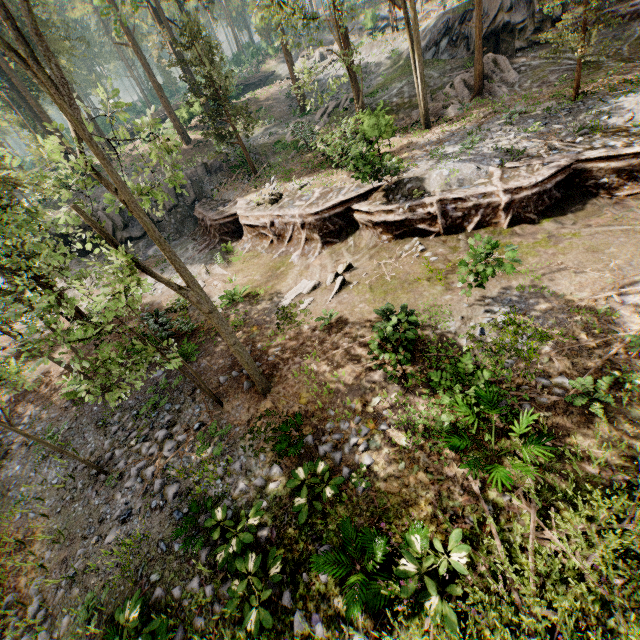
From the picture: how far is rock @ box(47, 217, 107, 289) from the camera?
25.1m

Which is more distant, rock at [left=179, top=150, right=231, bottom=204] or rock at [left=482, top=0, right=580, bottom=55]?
rock at [left=179, top=150, right=231, bottom=204]

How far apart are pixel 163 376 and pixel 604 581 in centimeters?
1178cm

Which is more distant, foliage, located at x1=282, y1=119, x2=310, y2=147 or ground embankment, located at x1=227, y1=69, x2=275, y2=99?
Result: ground embankment, located at x1=227, y1=69, x2=275, y2=99

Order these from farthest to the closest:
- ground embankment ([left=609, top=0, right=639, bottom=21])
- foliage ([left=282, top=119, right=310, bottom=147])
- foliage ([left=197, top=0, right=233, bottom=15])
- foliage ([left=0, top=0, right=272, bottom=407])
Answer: foliage ([left=197, top=0, right=233, bottom=15]) < foliage ([left=282, top=119, right=310, bottom=147]) < ground embankment ([left=609, top=0, right=639, bottom=21]) < foliage ([left=0, top=0, right=272, bottom=407])

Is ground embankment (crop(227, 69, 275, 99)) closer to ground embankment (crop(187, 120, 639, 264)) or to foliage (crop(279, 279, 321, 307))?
foliage (crop(279, 279, 321, 307))

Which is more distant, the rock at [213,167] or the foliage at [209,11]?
the foliage at [209,11]

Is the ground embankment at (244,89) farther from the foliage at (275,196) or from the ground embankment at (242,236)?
the ground embankment at (242,236)
